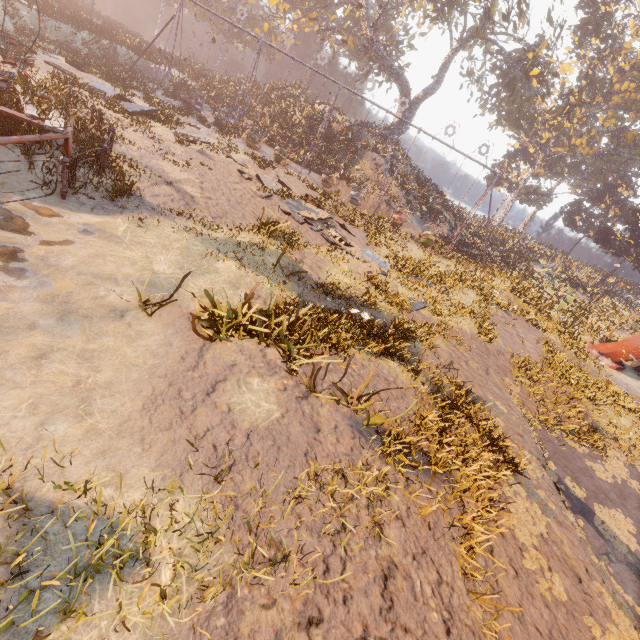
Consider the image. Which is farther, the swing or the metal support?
the swing

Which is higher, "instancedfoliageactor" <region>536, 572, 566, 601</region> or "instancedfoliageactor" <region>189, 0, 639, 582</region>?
"instancedfoliageactor" <region>189, 0, 639, 582</region>

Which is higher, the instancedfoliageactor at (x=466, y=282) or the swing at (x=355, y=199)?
the instancedfoliageactor at (x=466, y=282)

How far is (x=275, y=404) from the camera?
5.3 meters

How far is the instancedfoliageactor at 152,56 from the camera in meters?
27.3 m

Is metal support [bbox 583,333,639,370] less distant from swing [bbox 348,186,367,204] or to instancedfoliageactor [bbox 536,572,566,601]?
swing [bbox 348,186,367,204]

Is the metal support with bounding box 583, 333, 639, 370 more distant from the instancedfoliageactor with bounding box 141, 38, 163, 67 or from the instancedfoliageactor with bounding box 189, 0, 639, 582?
the instancedfoliageactor with bounding box 141, 38, 163, 67

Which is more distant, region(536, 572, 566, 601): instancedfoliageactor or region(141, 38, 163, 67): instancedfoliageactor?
region(141, 38, 163, 67): instancedfoliageactor
